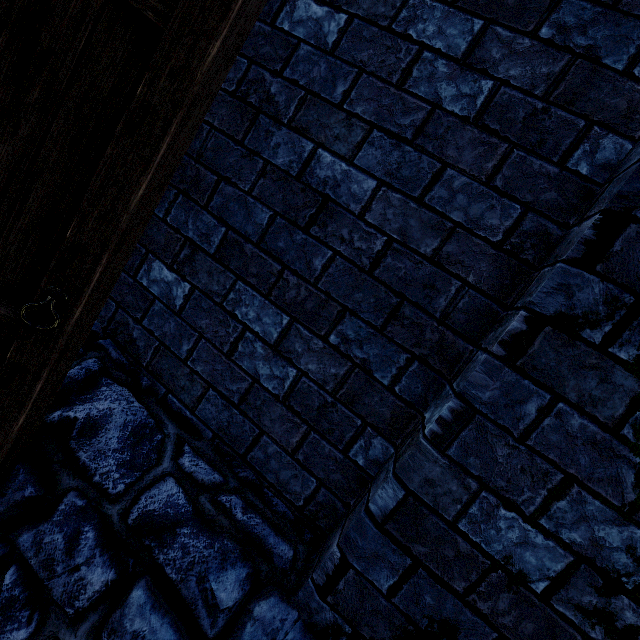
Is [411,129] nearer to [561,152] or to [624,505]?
[561,152]
